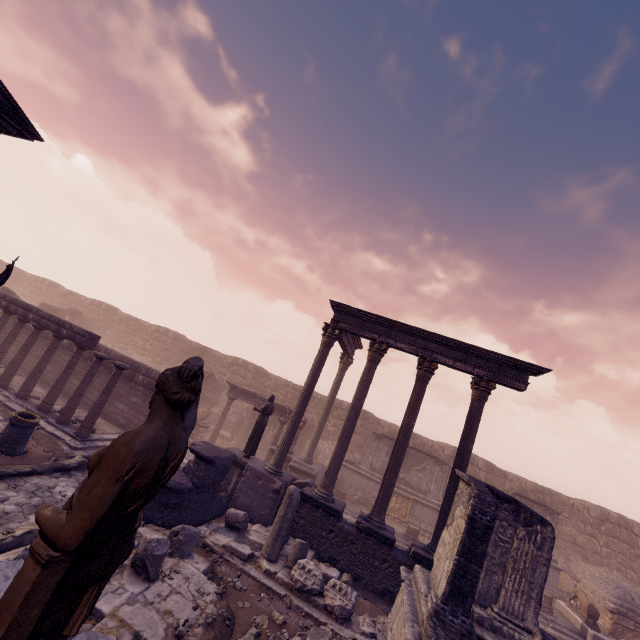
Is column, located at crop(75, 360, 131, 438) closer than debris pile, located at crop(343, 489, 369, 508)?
Yes

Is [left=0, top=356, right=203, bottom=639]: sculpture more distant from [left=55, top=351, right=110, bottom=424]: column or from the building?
[left=55, top=351, right=110, bottom=424]: column

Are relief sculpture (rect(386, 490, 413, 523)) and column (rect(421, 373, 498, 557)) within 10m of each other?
yes

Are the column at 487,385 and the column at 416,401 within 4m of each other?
yes

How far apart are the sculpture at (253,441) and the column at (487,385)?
6.0 meters

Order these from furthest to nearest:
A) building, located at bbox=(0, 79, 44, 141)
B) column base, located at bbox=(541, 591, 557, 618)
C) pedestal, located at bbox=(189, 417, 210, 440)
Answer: pedestal, located at bbox=(189, 417, 210, 440), column base, located at bbox=(541, 591, 557, 618), building, located at bbox=(0, 79, 44, 141)

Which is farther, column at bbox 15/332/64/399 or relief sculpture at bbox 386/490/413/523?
relief sculpture at bbox 386/490/413/523

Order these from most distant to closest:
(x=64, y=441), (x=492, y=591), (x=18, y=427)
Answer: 1. (x=64, y=441)
2. (x=18, y=427)
3. (x=492, y=591)
